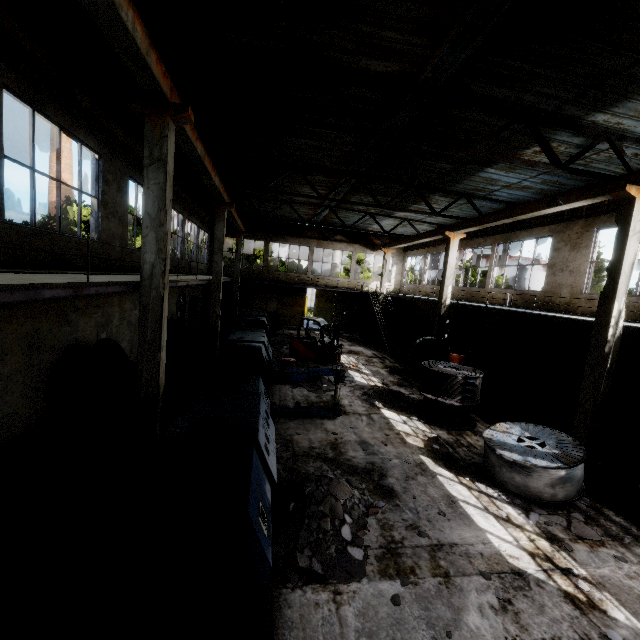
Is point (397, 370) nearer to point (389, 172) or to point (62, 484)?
point (389, 172)

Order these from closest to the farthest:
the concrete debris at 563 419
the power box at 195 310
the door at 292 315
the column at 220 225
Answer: the concrete debris at 563 419 < the column at 220 225 < the power box at 195 310 < the door at 292 315

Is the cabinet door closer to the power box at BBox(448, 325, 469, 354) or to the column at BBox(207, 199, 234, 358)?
the column at BBox(207, 199, 234, 358)

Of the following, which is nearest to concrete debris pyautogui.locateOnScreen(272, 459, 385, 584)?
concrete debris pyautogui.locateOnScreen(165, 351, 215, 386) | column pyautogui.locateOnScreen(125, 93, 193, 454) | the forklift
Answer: column pyautogui.locateOnScreen(125, 93, 193, 454)

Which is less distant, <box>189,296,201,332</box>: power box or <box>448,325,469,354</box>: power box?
<box>448,325,469,354</box>: power box

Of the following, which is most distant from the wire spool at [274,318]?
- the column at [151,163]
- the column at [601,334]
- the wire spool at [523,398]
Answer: the column at [601,334]

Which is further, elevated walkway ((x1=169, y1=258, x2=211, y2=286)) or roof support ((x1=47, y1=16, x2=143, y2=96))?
elevated walkway ((x1=169, y1=258, x2=211, y2=286))

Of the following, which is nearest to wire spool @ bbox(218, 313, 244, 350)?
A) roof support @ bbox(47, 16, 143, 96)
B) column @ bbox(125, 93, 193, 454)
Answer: column @ bbox(125, 93, 193, 454)
